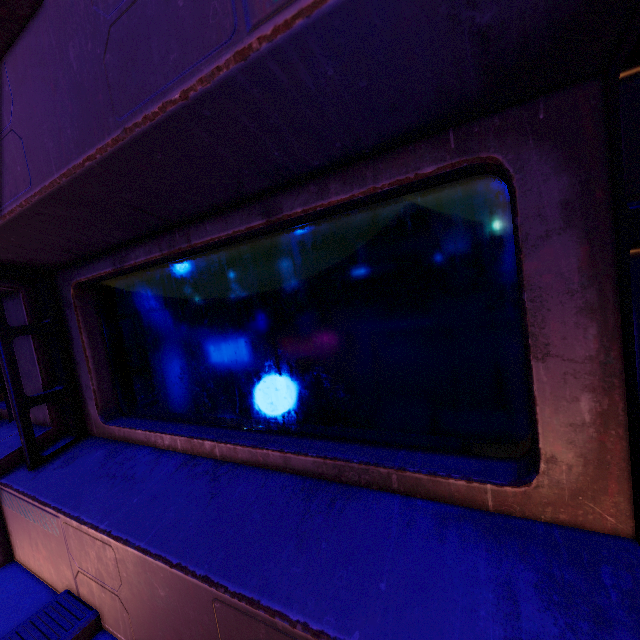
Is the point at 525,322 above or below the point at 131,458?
above
